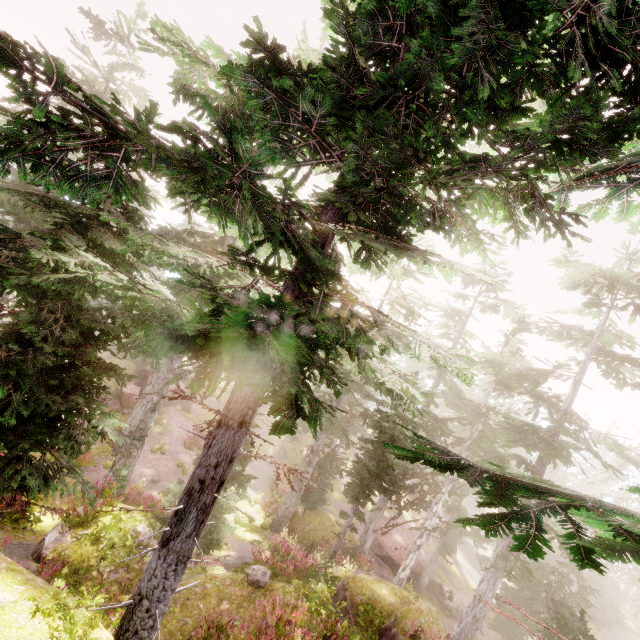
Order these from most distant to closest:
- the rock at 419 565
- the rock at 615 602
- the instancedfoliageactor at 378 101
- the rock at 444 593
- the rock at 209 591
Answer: the rock at 615 602
the rock at 419 565
the rock at 444 593
the rock at 209 591
the instancedfoliageactor at 378 101

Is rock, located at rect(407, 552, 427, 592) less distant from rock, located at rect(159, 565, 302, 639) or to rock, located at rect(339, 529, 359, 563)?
rock, located at rect(339, 529, 359, 563)

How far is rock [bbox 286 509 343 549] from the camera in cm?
2214

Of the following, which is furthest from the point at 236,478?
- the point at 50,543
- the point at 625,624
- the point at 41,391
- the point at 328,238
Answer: the point at 625,624

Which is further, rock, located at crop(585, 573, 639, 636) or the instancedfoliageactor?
rock, located at crop(585, 573, 639, 636)

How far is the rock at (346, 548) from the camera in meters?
23.2 m

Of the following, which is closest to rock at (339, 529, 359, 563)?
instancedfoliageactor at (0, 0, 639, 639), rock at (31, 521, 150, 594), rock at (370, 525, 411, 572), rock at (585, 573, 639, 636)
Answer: instancedfoliageactor at (0, 0, 639, 639)
